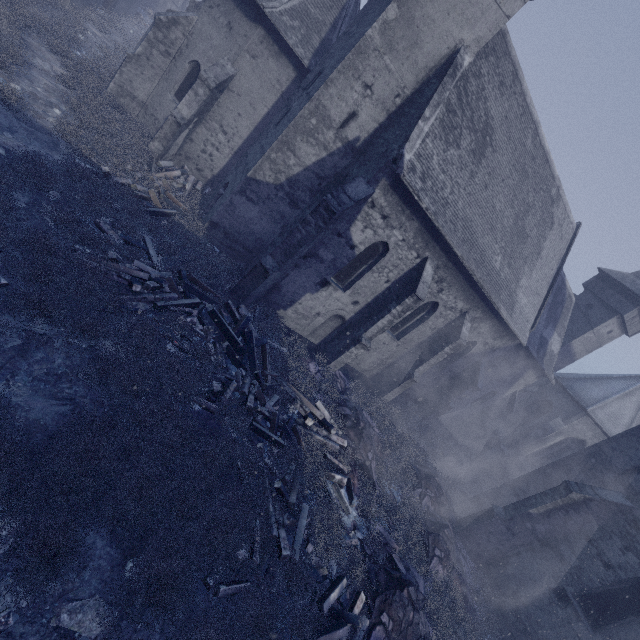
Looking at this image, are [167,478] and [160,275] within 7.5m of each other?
yes

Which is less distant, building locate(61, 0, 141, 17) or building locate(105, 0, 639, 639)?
building locate(105, 0, 639, 639)

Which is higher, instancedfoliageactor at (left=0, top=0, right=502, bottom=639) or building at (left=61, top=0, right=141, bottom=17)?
building at (left=61, top=0, right=141, bottom=17)

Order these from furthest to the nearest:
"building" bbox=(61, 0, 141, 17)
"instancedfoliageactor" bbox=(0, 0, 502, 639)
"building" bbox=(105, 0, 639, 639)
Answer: "building" bbox=(61, 0, 141, 17), "building" bbox=(105, 0, 639, 639), "instancedfoliageactor" bbox=(0, 0, 502, 639)

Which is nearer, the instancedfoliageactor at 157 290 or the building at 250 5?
the instancedfoliageactor at 157 290

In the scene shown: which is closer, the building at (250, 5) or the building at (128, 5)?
the building at (250, 5)

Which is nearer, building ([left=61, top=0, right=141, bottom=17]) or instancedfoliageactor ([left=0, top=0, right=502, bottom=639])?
instancedfoliageactor ([left=0, top=0, right=502, bottom=639])
